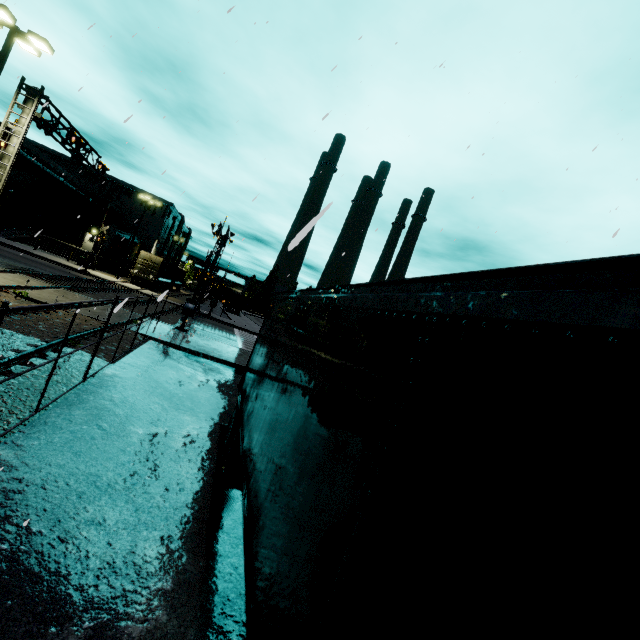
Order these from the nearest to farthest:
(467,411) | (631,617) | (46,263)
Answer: (631,617)
(467,411)
(46,263)

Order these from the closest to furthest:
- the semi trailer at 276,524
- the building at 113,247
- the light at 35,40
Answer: the semi trailer at 276,524 → the light at 35,40 → the building at 113,247

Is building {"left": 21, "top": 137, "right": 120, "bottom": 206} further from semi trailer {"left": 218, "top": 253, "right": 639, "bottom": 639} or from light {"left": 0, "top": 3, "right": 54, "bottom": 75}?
light {"left": 0, "top": 3, "right": 54, "bottom": 75}

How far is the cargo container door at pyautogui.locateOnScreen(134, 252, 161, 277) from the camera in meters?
38.0

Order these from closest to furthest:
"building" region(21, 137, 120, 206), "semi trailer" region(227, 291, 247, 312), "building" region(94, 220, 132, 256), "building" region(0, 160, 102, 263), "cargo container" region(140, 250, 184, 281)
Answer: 1. "building" region(0, 160, 102, 263)
2. "building" region(21, 137, 120, 206)
3. "cargo container" region(140, 250, 184, 281)
4. "building" region(94, 220, 132, 256)
5. "semi trailer" region(227, 291, 247, 312)

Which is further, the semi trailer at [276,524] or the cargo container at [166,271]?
the cargo container at [166,271]

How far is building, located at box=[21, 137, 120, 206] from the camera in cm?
3744
